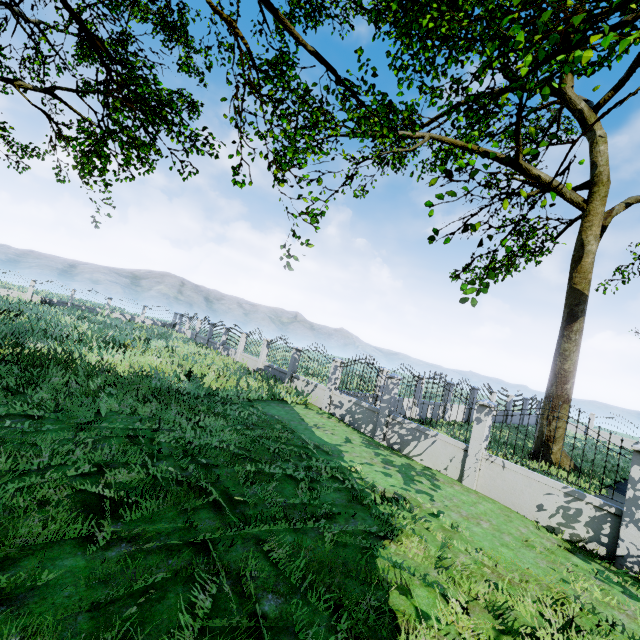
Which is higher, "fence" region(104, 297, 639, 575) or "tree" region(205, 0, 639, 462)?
"tree" region(205, 0, 639, 462)

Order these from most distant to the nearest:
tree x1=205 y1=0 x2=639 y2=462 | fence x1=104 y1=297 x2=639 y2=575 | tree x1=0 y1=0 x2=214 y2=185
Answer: tree x1=0 y1=0 x2=214 y2=185 < fence x1=104 y1=297 x2=639 y2=575 < tree x1=205 y1=0 x2=639 y2=462

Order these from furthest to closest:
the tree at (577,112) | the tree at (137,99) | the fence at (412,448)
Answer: the tree at (137,99), the fence at (412,448), the tree at (577,112)

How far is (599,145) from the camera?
15.0m

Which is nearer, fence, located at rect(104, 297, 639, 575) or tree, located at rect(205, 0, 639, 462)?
tree, located at rect(205, 0, 639, 462)

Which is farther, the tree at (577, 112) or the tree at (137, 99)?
the tree at (137, 99)
